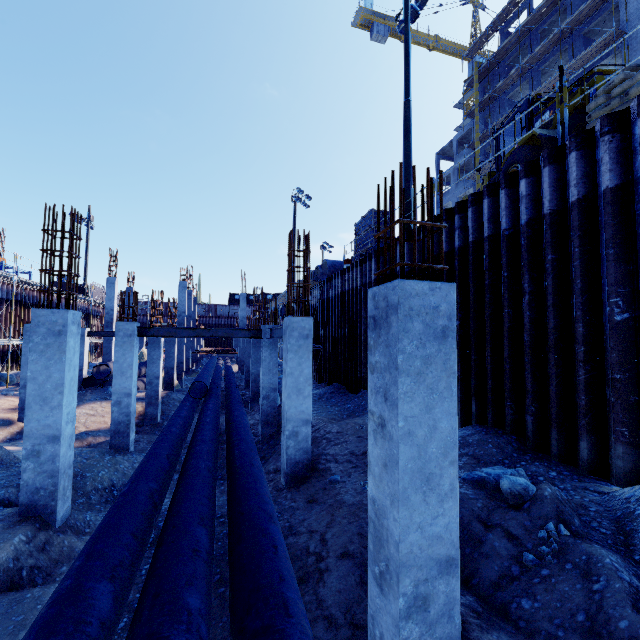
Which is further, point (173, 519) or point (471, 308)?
point (471, 308)

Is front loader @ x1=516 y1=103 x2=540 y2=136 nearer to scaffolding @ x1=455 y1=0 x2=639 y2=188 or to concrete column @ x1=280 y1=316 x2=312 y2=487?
concrete column @ x1=280 y1=316 x2=312 y2=487

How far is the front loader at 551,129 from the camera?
8.5m

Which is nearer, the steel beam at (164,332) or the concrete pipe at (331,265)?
the steel beam at (164,332)

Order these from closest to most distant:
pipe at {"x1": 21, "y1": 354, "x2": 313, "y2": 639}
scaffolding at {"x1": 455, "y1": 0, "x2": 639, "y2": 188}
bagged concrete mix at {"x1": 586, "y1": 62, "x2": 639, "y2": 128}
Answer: pipe at {"x1": 21, "y1": 354, "x2": 313, "y2": 639} → bagged concrete mix at {"x1": 586, "y1": 62, "x2": 639, "y2": 128} → scaffolding at {"x1": 455, "y1": 0, "x2": 639, "y2": 188}

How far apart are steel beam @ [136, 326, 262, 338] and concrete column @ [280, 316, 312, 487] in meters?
4.5

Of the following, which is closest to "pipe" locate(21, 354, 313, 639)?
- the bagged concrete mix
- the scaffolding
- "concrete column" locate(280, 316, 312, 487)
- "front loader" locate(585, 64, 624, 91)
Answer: "concrete column" locate(280, 316, 312, 487)

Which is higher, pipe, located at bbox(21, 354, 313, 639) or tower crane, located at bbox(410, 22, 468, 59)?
tower crane, located at bbox(410, 22, 468, 59)
